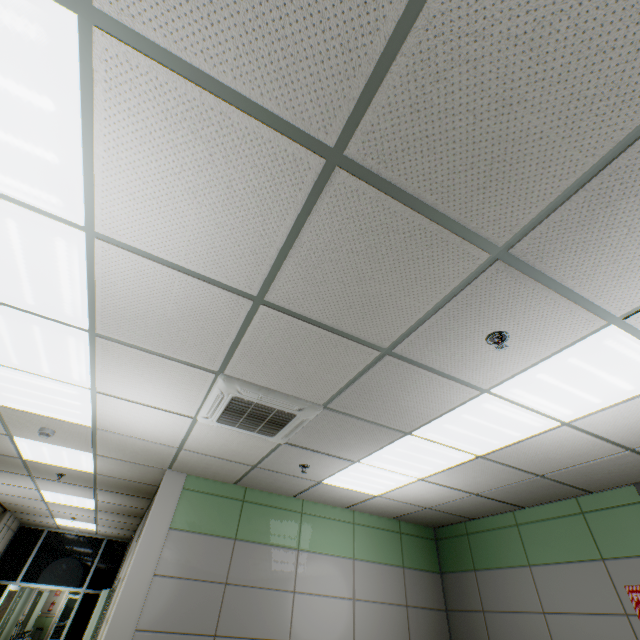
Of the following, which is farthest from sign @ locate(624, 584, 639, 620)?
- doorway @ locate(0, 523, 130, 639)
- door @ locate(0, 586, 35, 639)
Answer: door @ locate(0, 586, 35, 639)

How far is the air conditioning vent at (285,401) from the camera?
2.8 meters

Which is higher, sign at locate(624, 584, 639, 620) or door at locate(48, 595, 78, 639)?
sign at locate(624, 584, 639, 620)

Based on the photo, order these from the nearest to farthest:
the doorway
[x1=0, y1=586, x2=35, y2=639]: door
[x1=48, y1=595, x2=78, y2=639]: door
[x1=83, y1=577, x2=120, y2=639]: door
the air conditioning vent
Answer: the air conditioning vent → [x1=83, y1=577, x2=120, y2=639]: door → the doorway → [x1=0, y1=586, x2=35, y2=639]: door → [x1=48, y1=595, x2=78, y2=639]: door

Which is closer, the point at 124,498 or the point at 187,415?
the point at 187,415

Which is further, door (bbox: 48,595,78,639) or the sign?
door (bbox: 48,595,78,639)

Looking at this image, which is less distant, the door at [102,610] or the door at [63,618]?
the door at [102,610]

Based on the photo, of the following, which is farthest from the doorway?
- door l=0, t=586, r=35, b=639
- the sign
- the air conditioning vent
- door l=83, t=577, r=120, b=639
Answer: the sign
